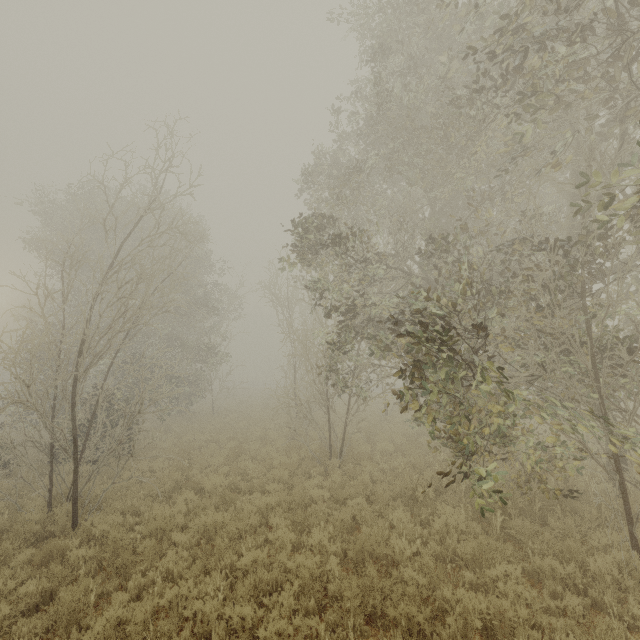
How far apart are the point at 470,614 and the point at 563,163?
10.7m
